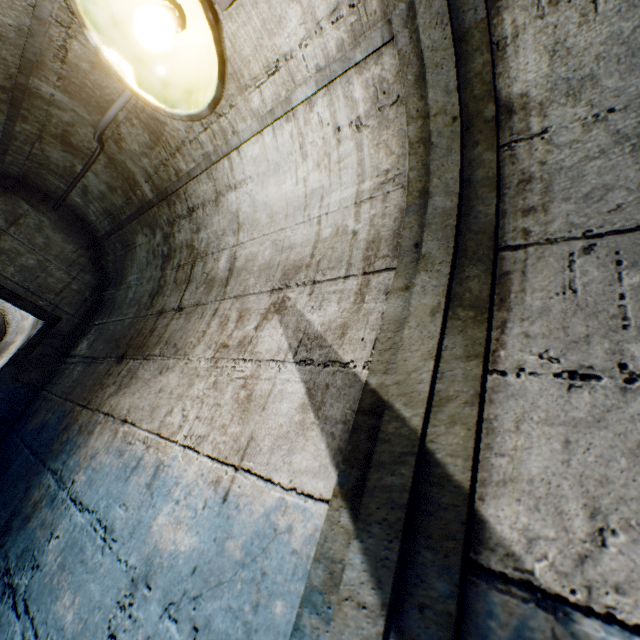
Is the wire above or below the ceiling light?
above

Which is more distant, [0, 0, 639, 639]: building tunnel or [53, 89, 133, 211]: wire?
[53, 89, 133, 211]: wire

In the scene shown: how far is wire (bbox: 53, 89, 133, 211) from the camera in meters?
1.4 m

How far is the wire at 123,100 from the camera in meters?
1.4

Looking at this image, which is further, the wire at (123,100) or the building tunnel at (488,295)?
the wire at (123,100)

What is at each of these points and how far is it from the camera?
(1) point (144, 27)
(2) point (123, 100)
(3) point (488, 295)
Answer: (1) ceiling light, 0.90m
(2) wire, 1.37m
(3) building tunnel, 0.72m
